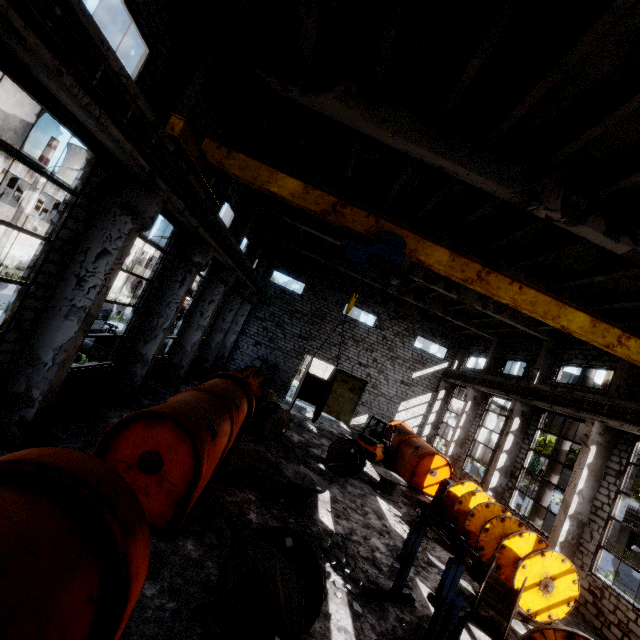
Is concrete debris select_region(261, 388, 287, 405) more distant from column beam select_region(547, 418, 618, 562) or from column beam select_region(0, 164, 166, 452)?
column beam select_region(547, 418, 618, 562)

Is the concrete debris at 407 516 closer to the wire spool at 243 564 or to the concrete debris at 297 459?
the concrete debris at 297 459

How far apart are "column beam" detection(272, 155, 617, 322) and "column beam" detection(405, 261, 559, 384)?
3.92m

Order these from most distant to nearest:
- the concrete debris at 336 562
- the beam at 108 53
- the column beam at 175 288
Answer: the column beam at 175 288 < the concrete debris at 336 562 < the beam at 108 53

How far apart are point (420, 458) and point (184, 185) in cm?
1627

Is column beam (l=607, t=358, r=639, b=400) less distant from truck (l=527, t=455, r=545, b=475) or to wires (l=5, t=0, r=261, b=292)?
wires (l=5, t=0, r=261, b=292)

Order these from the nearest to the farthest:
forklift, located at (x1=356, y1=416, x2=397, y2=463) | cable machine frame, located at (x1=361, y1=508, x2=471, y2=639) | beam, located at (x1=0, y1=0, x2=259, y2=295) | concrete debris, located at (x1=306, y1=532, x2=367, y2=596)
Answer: beam, located at (x1=0, y1=0, x2=259, y2=295), cable machine frame, located at (x1=361, y1=508, x2=471, y2=639), concrete debris, located at (x1=306, y1=532, x2=367, y2=596), forklift, located at (x1=356, y1=416, x2=397, y2=463)

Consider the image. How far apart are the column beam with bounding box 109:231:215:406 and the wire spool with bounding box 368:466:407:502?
10.3m
